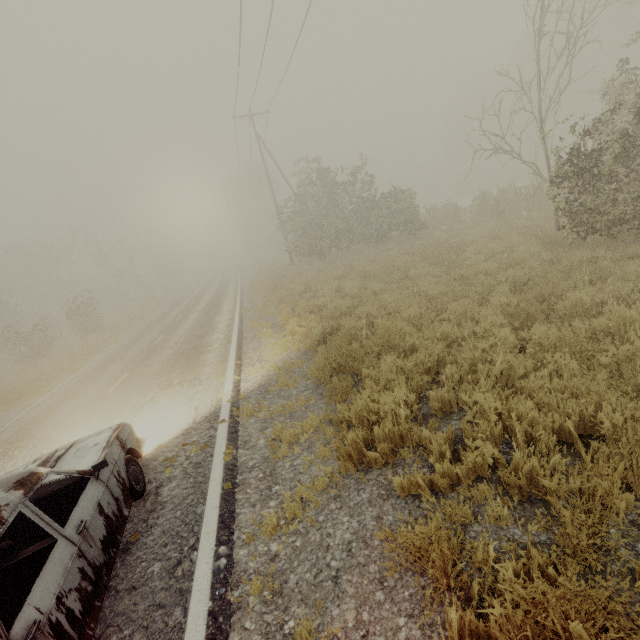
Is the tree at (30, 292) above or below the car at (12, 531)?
above

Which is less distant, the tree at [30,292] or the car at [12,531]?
the car at [12,531]

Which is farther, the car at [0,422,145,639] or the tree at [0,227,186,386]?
the tree at [0,227,186,386]

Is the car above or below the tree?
below

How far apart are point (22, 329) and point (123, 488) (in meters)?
46.86
